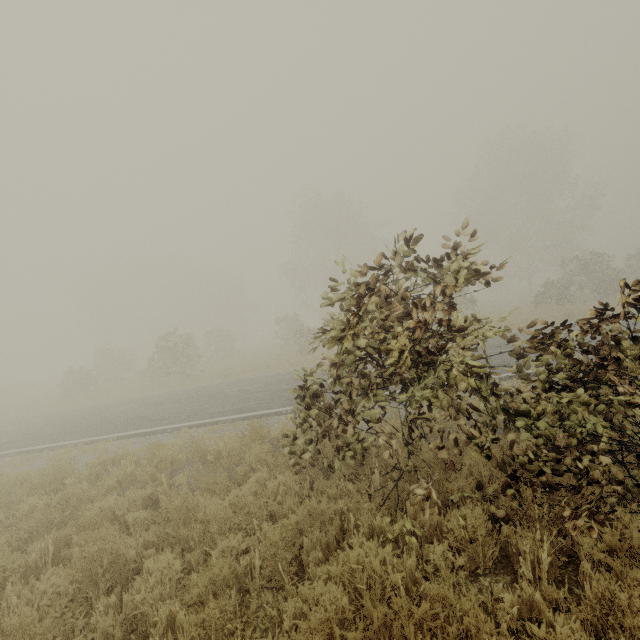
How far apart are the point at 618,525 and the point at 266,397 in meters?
9.6 m
